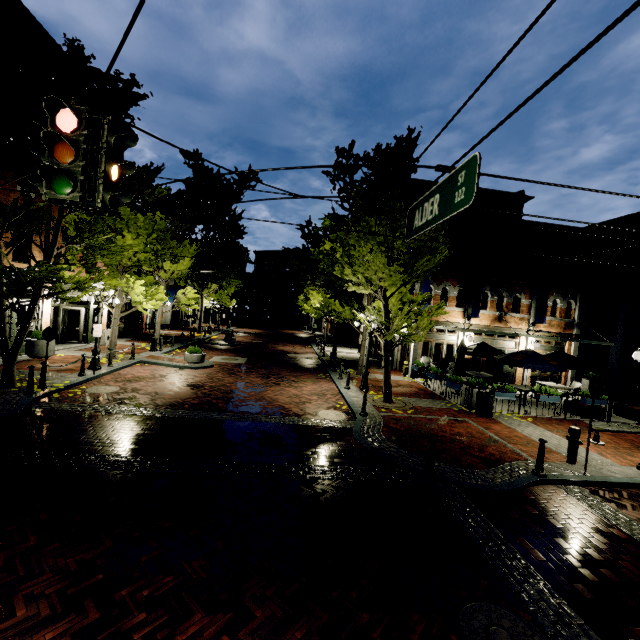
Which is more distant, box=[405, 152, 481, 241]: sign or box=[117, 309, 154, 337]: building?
box=[117, 309, 154, 337]: building

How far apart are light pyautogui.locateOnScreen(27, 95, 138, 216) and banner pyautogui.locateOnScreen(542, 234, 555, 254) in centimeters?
2089cm

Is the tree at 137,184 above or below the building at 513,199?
below

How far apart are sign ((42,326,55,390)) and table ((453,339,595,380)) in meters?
16.9

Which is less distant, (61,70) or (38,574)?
→ (38,574)

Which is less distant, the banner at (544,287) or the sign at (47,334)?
the sign at (47,334)

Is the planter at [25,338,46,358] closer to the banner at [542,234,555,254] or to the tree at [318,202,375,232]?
the tree at [318,202,375,232]

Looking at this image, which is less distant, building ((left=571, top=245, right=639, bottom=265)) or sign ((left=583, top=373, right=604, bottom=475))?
sign ((left=583, top=373, right=604, bottom=475))
